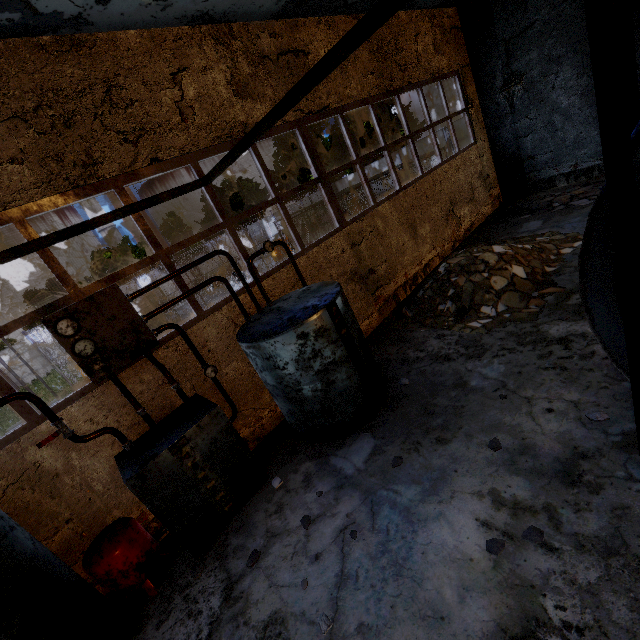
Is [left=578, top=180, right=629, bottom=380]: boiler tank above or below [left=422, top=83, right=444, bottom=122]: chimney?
below

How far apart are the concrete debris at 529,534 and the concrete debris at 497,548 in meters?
0.2 m

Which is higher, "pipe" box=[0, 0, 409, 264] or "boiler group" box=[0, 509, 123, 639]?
"pipe" box=[0, 0, 409, 264]

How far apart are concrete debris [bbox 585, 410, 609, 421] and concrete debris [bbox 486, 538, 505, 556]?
1.9m

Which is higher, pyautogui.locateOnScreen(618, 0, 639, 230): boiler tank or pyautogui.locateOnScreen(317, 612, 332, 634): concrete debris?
pyautogui.locateOnScreen(618, 0, 639, 230): boiler tank

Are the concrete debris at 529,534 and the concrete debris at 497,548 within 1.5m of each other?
yes

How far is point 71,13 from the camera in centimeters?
413cm

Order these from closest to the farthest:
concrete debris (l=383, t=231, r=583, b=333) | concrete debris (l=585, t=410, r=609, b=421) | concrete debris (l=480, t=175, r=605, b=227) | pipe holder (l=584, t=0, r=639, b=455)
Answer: pipe holder (l=584, t=0, r=639, b=455) → concrete debris (l=585, t=410, r=609, b=421) → concrete debris (l=383, t=231, r=583, b=333) → concrete debris (l=480, t=175, r=605, b=227)
